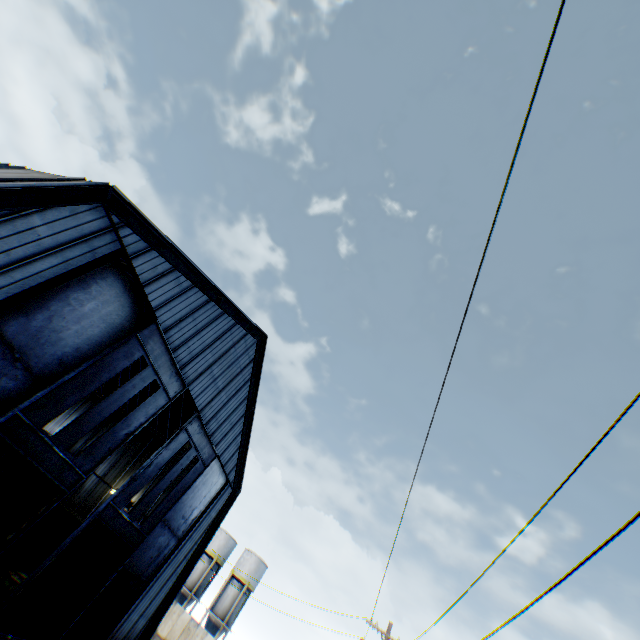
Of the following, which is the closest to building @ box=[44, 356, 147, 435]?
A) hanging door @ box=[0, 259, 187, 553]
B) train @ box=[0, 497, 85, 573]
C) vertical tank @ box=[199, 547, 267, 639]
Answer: hanging door @ box=[0, 259, 187, 553]

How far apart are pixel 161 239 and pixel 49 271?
4.1m

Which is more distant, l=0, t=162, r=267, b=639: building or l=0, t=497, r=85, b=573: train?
l=0, t=497, r=85, b=573: train

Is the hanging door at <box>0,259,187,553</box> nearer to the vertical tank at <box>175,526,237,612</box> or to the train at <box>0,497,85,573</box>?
the train at <box>0,497,85,573</box>

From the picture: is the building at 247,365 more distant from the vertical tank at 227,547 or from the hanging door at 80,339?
the vertical tank at 227,547

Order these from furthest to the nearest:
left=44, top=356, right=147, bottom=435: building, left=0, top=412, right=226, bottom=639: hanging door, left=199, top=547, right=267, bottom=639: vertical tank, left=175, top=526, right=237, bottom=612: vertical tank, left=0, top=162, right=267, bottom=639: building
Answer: left=175, top=526, right=237, bottom=612: vertical tank < left=199, top=547, right=267, bottom=639: vertical tank < left=44, top=356, right=147, bottom=435: building < left=0, top=412, right=226, bottom=639: hanging door < left=0, top=162, right=267, bottom=639: building

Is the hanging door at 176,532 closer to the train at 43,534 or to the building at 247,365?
the building at 247,365

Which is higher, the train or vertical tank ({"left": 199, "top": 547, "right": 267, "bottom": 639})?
vertical tank ({"left": 199, "top": 547, "right": 267, "bottom": 639})
